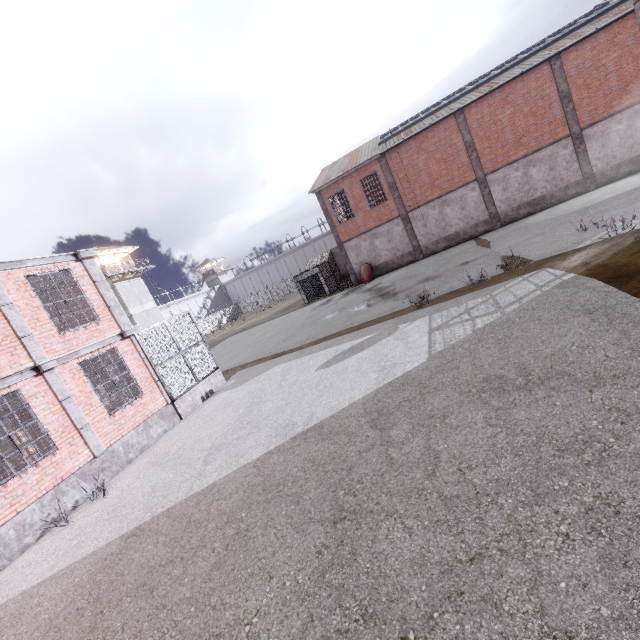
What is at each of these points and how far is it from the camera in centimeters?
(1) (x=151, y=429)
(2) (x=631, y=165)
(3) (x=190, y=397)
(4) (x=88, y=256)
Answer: (1) foundation, 1155cm
(2) foundation, 2105cm
(3) stair, 1333cm
(4) trim, 1139cm

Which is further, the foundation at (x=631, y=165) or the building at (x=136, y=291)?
the building at (x=136, y=291)

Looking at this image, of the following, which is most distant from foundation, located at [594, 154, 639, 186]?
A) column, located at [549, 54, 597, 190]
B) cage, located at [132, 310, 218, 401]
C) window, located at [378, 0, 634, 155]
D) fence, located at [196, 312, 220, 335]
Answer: fence, located at [196, 312, 220, 335]

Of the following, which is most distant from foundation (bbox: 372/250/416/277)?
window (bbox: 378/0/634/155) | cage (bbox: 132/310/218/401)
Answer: cage (bbox: 132/310/218/401)

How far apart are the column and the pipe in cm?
1564

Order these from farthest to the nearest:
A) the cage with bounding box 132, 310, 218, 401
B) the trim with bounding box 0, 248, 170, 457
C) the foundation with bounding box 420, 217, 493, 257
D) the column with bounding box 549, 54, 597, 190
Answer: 1. the foundation with bounding box 420, 217, 493, 257
2. the column with bounding box 549, 54, 597, 190
3. the cage with bounding box 132, 310, 218, 401
4. the trim with bounding box 0, 248, 170, 457

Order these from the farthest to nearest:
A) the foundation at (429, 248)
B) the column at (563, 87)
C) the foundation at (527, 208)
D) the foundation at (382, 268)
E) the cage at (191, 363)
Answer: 1. the foundation at (382, 268)
2. the foundation at (429, 248)
3. the foundation at (527, 208)
4. the column at (563, 87)
5. the cage at (191, 363)

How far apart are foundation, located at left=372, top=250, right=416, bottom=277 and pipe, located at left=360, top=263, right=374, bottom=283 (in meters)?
0.05
